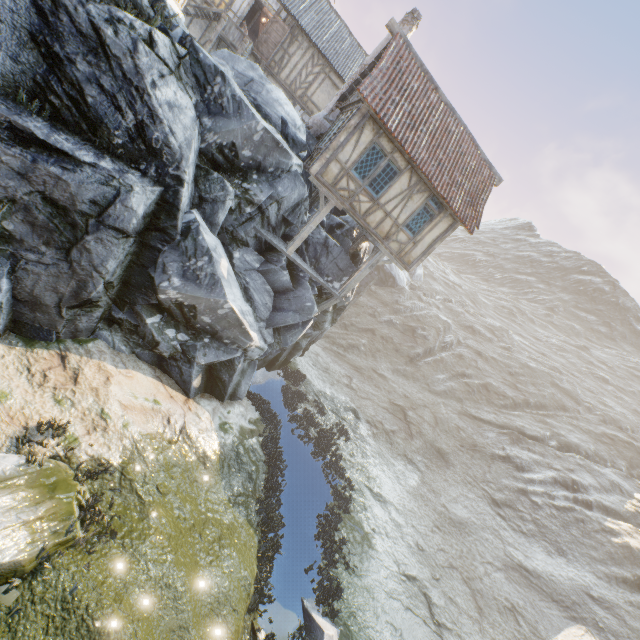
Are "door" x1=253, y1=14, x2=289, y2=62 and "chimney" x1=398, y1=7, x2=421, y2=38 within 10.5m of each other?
yes

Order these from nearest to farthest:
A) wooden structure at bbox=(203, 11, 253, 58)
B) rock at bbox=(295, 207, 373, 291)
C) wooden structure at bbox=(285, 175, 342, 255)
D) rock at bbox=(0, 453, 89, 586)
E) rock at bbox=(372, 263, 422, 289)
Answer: rock at bbox=(0, 453, 89, 586)
wooden structure at bbox=(285, 175, 342, 255)
rock at bbox=(295, 207, 373, 291)
wooden structure at bbox=(203, 11, 253, 58)
rock at bbox=(372, 263, 422, 289)

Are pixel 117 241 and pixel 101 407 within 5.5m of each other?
yes

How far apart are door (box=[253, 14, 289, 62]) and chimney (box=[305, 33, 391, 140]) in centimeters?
724cm

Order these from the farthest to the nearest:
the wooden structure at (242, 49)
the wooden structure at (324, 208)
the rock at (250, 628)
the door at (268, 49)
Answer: the door at (268, 49), the wooden structure at (242, 49), the wooden structure at (324, 208), the rock at (250, 628)

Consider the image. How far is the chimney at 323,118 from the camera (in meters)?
14.45

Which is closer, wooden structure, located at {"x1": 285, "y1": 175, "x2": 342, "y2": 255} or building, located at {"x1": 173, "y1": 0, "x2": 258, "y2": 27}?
wooden structure, located at {"x1": 285, "y1": 175, "x2": 342, "y2": 255}
